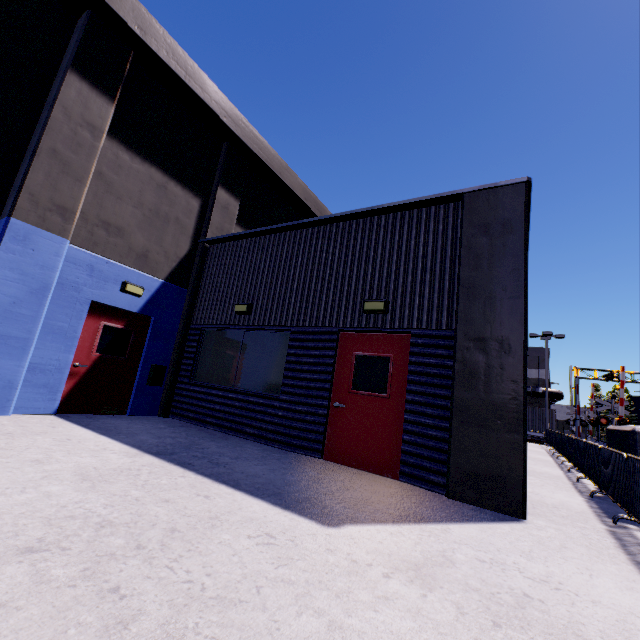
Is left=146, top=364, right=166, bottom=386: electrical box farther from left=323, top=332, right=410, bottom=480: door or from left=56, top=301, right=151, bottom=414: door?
left=323, top=332, right=410, bottom=480: door

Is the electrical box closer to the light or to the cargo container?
the light

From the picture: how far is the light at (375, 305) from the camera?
6.0 meters

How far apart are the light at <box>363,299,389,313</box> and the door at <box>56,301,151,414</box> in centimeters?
575cm

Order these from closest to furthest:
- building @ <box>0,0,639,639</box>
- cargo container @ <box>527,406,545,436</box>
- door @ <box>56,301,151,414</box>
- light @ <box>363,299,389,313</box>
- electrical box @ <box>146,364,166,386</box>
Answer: building @ <box>0,0,639,639</box>
light @ <box>363,299,389,313</box>
door @ <box>56,301,151,414</box>
electrical box @ <box>146,364,166,386</box>
cargo container @ <box>527,406,545,436</box>

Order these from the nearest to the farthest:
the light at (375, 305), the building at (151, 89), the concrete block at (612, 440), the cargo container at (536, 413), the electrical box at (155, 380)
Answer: the building at (151, 89) → the concrete block at (612, 440) → the light at (375, 305) → the electrical box at (155, 380) → the cargo container at (536, 413)

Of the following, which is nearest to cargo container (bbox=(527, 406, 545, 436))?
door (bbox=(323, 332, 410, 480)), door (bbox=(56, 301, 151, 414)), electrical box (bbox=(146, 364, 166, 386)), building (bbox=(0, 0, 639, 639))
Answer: building (bbox=(0, 0, 639, 639))

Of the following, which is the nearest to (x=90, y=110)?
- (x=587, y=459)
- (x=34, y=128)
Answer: (x=34, y=128)
